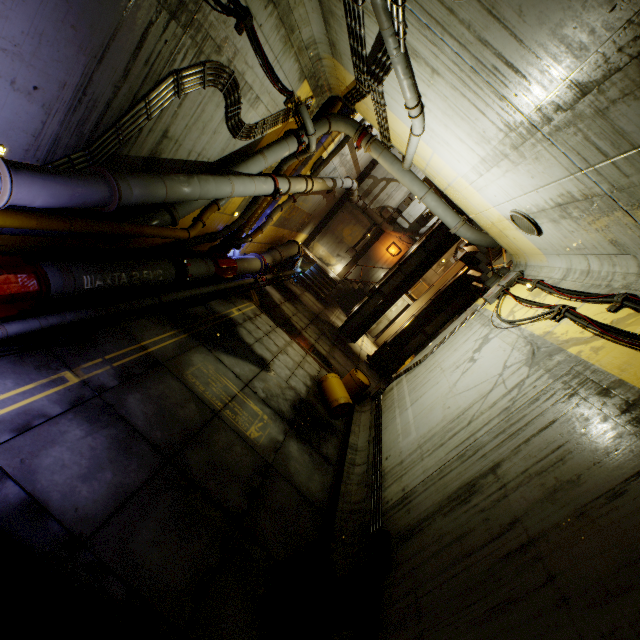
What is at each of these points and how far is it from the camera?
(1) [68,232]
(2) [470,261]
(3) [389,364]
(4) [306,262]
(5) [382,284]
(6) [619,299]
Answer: (1) pipe, 5.2m
(2) stairs, 14.9m
(3) trolley, 15.9m
(4) cloth, 21.5m
(5) beam, 16.5m
(6) cable, 5.2m

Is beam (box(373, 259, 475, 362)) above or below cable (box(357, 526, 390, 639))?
above

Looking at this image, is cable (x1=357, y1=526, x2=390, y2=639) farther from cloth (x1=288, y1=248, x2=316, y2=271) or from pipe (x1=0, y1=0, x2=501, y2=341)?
cloth (x1=288, y1=248, x2=316, y2=271)

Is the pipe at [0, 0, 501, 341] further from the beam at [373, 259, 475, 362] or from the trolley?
the trolley

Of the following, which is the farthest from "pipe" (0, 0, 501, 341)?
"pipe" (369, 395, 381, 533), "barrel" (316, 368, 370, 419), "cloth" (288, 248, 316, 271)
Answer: "pipe" (369, 395, 381, 533)

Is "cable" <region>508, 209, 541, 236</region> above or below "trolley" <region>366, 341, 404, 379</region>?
above

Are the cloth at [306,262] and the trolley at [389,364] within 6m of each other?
no

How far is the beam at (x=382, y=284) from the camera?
15.7 meters
